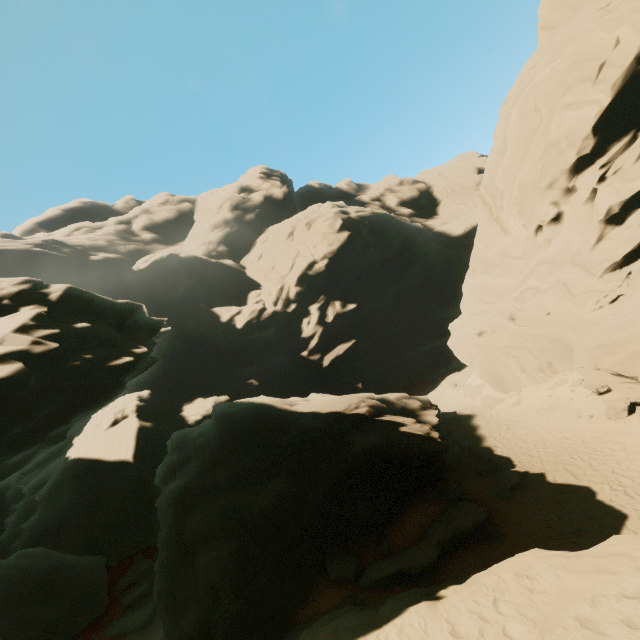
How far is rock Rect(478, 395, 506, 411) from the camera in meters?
26.5 m

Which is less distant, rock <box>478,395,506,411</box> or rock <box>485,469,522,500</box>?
rock <box>485,469,522,500</box>

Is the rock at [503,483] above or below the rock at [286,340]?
below

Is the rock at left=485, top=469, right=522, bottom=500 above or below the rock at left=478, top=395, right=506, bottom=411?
below

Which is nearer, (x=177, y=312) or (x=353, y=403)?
(x=353, y=403)

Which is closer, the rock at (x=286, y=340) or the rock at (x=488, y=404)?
the rock at (x=286, y=340)
